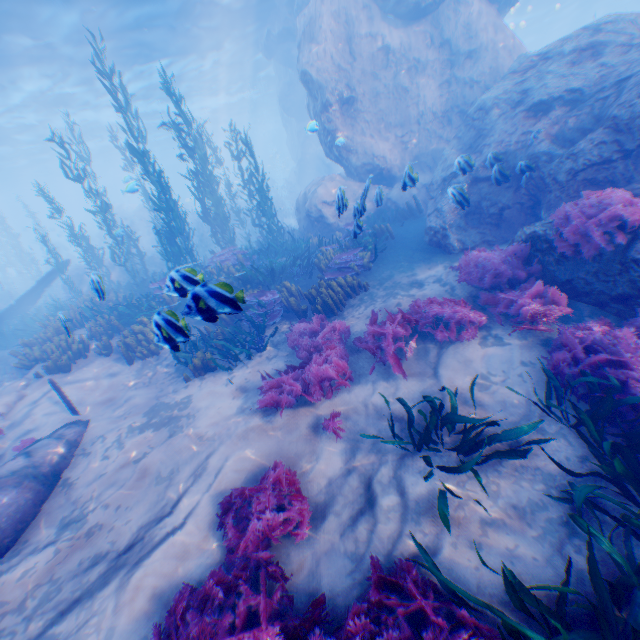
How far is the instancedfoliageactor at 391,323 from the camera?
5.71m

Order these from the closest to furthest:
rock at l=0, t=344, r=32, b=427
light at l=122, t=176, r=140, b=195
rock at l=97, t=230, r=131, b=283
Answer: rock at l=0, t=344, r=32, b=427 < light at l=122, t=176, r=140, b=195 < rock at l=97, t=230, r=131, b=283

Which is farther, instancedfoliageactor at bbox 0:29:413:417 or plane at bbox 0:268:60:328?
plane at bbox 0:268:60:328

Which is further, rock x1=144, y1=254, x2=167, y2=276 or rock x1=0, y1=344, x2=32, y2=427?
rock x1=144, y1=254, x2=167, y2=276

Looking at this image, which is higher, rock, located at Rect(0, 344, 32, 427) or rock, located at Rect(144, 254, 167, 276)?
rock, located at Rect(144, 254, 167, 276)

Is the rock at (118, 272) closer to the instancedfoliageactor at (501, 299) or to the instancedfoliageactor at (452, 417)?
the instancedfoliageactor at (501, 299)

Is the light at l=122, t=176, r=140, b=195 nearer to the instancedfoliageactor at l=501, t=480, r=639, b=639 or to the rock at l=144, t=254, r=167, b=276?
the rock at l=144, t=254, r=167, b=276

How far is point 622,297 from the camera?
5.1m
